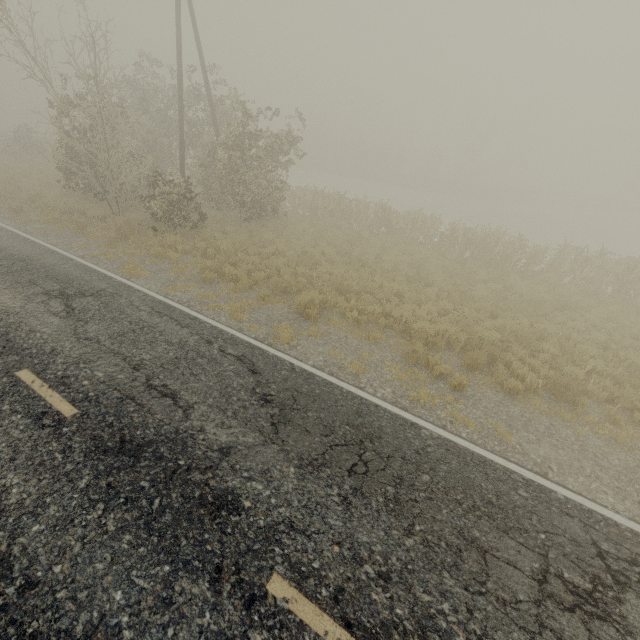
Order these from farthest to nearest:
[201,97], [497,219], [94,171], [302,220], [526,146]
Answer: [526,146]
[497,219]
[201,97]
[302,220]
[94,171]
